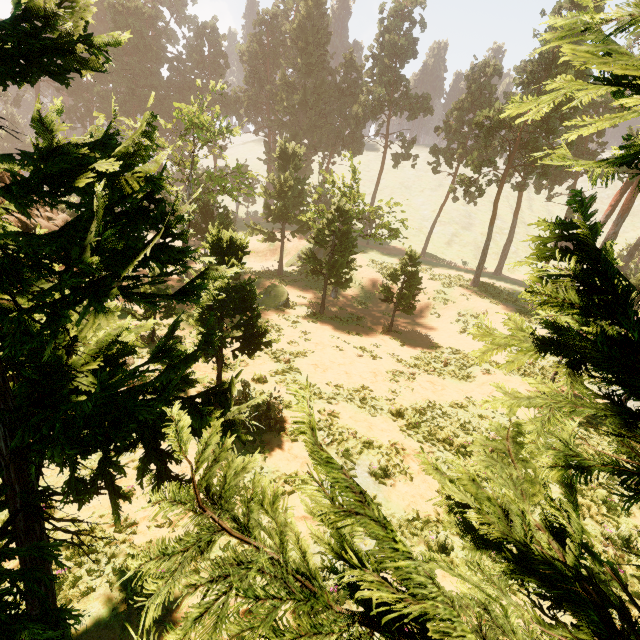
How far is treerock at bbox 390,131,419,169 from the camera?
43.9m

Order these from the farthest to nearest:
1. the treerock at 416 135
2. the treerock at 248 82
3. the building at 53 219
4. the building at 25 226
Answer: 1. the treerock at 416 135
2. the building at 53 219
3. the building at 25 226
4. the treerock at 248 82

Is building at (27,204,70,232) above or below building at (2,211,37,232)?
below

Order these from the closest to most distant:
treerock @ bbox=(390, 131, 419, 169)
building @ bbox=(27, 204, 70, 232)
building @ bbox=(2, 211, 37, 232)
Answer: building @ bbox=(2, 211, 37, 232) < building @ bbox=(27, 204, 70, 232) < treerock @ bbox=(390, 131, 419, 169)

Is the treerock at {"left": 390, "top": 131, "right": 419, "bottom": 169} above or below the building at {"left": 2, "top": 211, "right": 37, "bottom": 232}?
above

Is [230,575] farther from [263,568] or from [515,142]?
[515,142]

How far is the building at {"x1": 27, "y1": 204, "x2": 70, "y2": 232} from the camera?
13.81m

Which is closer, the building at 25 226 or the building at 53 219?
the building at 25 226
